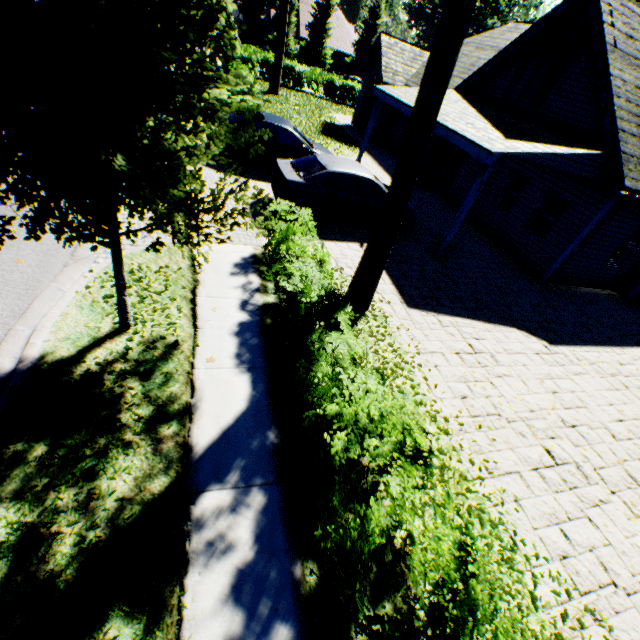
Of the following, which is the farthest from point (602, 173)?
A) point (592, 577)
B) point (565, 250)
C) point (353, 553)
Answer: point (353, 553)

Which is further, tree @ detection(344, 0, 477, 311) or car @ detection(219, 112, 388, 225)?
car @ detection(219, 112, 388, 225)

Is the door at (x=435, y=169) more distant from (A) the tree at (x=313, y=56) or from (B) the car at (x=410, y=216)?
(A) the tree at (x=313, y=56)

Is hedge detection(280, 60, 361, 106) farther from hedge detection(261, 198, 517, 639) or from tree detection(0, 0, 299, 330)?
hedge detection(261, 198, 517, 639)

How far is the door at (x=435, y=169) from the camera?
15.5 meters

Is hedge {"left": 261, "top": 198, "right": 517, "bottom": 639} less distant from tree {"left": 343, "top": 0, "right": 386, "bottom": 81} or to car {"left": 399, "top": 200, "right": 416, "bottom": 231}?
tree {"left": 343, "top": 0, "right": 386, "bottom": 81}

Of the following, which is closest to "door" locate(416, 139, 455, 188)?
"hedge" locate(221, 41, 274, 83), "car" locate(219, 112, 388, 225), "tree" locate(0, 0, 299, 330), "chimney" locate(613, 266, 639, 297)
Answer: "car" locate(219, 112, 388, 225)

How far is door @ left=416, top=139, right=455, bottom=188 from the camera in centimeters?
1547cm
